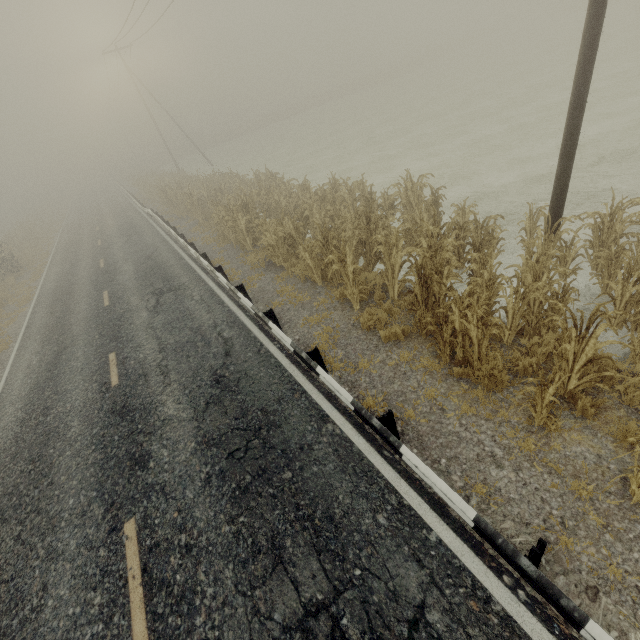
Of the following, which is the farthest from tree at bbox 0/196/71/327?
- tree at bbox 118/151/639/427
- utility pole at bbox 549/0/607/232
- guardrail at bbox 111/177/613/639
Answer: utility pole at bbox 549/0/607/232

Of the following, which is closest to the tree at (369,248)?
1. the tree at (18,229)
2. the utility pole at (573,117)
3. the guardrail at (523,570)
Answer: the tree at (18,229)

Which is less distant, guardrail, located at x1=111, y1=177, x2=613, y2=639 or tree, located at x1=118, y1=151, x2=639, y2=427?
guardrail, located at x1=111, y1=177, x2=613, y2=639

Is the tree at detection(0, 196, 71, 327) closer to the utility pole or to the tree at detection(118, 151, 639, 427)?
the tree at detection(118, 151, 639, 427)

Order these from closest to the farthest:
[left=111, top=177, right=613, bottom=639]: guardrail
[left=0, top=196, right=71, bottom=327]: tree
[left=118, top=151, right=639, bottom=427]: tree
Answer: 1. [left=111, top=177, right=613, bottom=639]: guardrail
2. [left=118, top=151, right=639, bottom=427]: tree
3. [left=0, top=196, right=71, bottom=327]: tree

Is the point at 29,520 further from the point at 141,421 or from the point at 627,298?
the point at 627,298

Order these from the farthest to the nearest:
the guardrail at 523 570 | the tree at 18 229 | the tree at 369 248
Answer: the tree at 18 229 < the tree at 369 248 < the guardrail at 523 570
